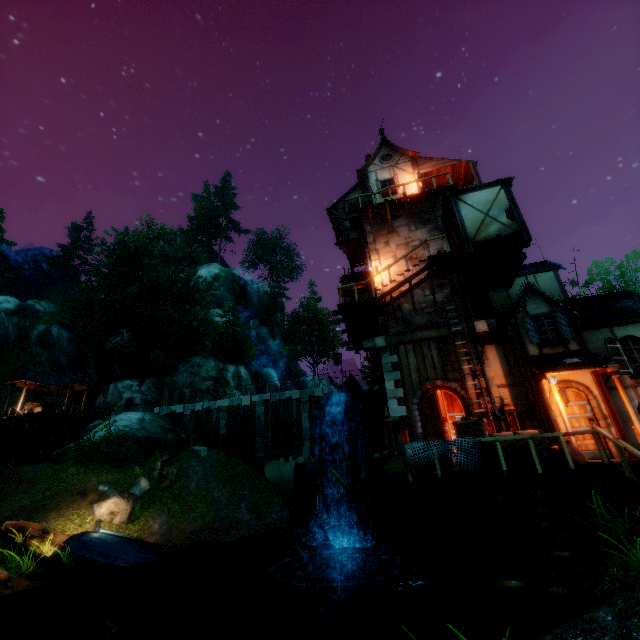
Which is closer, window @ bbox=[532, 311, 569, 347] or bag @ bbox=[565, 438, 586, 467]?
bag @ bbox=[565, 438, 586, 467]

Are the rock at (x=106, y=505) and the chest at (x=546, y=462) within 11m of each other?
no

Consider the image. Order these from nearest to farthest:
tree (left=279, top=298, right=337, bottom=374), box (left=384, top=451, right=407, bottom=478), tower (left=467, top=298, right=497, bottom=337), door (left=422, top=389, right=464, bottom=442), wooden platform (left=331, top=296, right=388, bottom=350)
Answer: box (left=384, top=451, right=407, bottom=478) → door (left=422, top=389, right=464, bottom=442) → tower (left=467, top=298, right=497, bottom=337) → wooden platform (left=331, top=296, right=388, bottom=350) → tree (left=279, top=298, right=337, bottom=374)

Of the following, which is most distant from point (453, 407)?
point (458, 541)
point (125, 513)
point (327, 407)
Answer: point (125, 513)

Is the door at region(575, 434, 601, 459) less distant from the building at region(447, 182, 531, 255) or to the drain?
the building at region(447, 182, 531, 255)

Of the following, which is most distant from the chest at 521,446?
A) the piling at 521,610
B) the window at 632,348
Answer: the window at 632,348

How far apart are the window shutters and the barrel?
3.0 meters

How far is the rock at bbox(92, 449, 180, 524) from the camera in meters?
15.1 m
